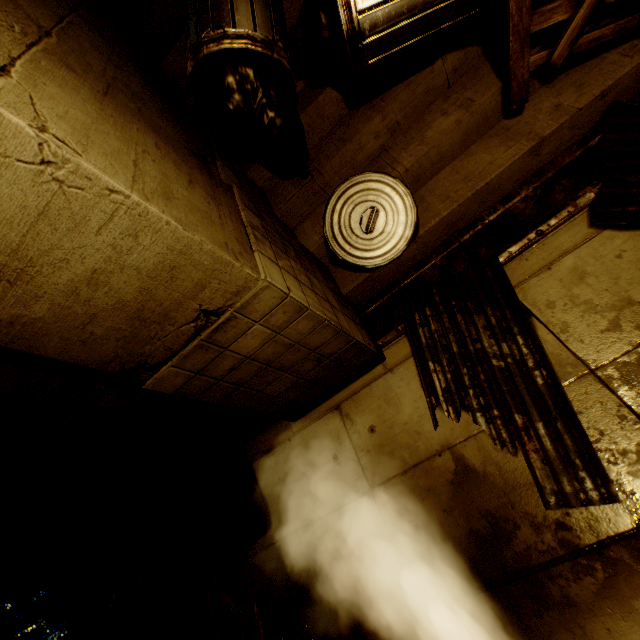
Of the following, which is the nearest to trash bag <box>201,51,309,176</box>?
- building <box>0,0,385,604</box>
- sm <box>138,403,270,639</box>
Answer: building <box>0,0,385,604</box>

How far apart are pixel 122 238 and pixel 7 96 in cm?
61

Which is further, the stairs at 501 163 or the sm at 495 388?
the stairs at 501 163

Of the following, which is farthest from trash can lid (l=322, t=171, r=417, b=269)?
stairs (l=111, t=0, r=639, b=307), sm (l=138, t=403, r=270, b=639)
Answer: sm (l=138, t=403, r=270, b=639)

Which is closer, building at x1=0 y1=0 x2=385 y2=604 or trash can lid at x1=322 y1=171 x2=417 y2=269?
building at x1=0 y1=0 x2=385 y2=604

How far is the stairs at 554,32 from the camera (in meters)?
2.76

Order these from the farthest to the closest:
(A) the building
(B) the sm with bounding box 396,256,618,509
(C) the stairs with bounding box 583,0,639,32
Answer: (C) the stairs with bounding box 583,0,639,32 → (B) the sm with bounding box 396,256,618,509 → (A) the building

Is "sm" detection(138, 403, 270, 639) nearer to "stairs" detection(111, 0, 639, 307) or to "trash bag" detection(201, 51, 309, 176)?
"stairs" detection(111, 0, 639, 307)
